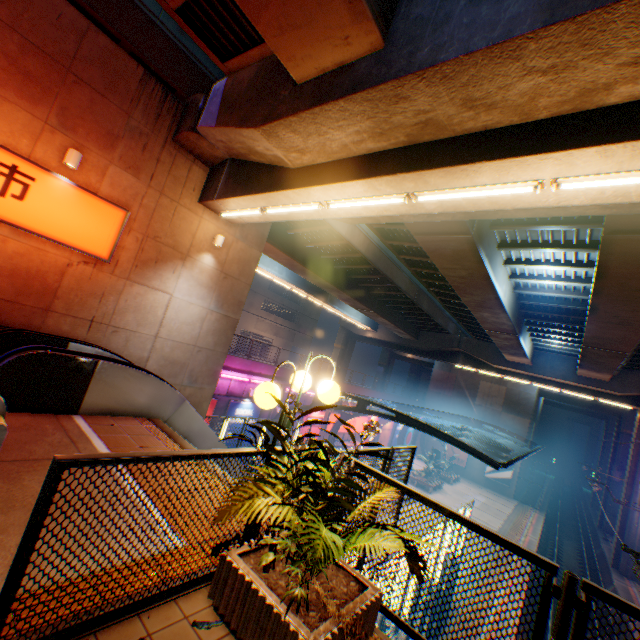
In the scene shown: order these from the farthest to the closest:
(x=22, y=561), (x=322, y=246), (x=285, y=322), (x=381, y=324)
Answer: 1. (x=285, y=322)
2. (x=381, y=324)
3. (x=322, y=246)
4. (x=22, y=561)

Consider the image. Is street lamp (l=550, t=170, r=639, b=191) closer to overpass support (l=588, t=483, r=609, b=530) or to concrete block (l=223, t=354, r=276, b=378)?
overpass support (l=588, t=483, r=609, b=530)

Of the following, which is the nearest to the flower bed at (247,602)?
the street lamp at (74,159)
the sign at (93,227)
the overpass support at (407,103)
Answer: the overpass support at (407,103)

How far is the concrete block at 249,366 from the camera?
18.56m

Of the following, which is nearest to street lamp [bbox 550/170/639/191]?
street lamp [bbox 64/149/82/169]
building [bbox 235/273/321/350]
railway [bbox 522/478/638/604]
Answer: street lamp [bbox 64/149/82/169]

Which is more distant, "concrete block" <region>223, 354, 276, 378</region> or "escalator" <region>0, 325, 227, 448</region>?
"concrete block" <region>223, 354, 276, 378</region>

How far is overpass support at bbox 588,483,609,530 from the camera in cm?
3472
